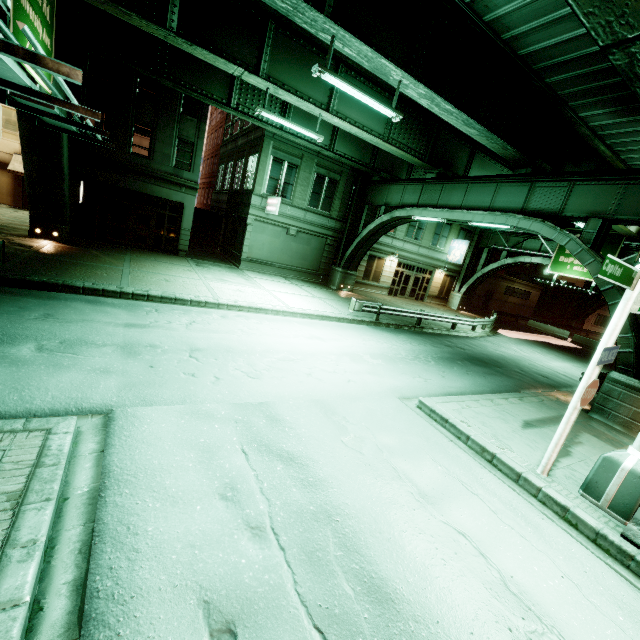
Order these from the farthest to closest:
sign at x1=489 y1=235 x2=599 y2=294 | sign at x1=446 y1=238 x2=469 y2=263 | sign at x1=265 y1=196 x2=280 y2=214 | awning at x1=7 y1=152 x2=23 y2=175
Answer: sign at x1=446 y1=238 x2=469 y2=263
sign at x1=489 y1=235 x2=599 y2=294
awning at x1=7 y1=152 x2=23 y2=175
sign at x1=265 y1=196 x2=280 y2=214

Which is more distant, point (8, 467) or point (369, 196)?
point (369, 196)

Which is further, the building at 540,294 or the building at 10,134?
Result: the building at 540,294

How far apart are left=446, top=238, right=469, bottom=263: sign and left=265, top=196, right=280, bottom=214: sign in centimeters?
1979cm

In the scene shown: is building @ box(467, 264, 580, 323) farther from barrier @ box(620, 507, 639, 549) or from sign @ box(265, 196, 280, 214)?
barrier @ box(620, 507, 639, 549)

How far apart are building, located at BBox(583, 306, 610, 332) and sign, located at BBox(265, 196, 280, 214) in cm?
5805

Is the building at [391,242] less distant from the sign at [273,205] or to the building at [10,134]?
the sign at [273,205]

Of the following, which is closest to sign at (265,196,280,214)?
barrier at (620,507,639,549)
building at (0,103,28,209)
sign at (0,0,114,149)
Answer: building at (0,103,28,209)
